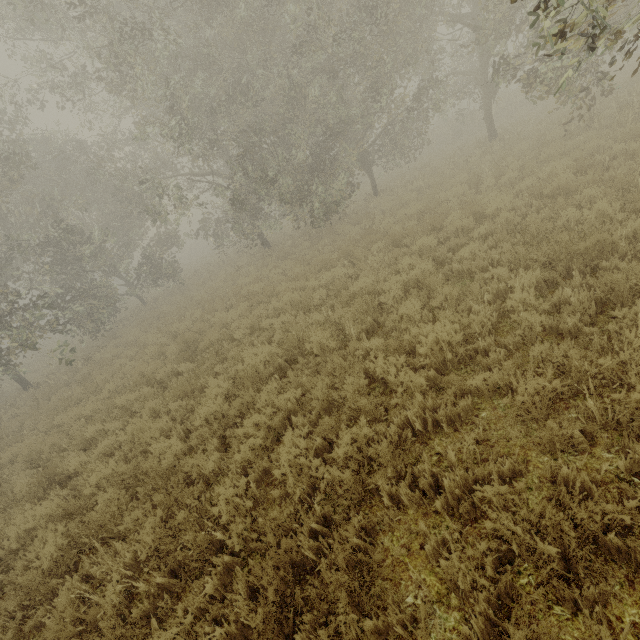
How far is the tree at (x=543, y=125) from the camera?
12.01m

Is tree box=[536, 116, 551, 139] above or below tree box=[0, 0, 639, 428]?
below

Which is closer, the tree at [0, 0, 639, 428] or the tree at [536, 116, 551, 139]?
the tree at [0, 0, 639, 428]

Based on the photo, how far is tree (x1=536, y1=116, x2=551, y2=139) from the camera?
12.0m

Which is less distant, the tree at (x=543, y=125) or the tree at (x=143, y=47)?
the tree at (x=143, y=47)

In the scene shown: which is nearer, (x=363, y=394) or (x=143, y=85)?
(x=363, y=394)
